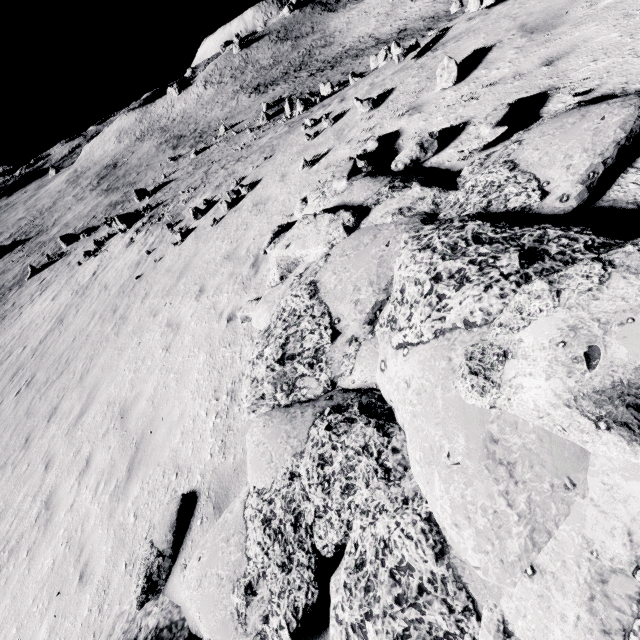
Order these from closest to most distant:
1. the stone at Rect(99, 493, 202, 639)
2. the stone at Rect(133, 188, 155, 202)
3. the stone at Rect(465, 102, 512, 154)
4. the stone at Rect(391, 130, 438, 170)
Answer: the stone at Rect(99, 493, 202, 639) < the stone at Rect(465, 102, 512, 154) < the stone at Rect(391, 130, 438, 170) < the stone at Rect(133, 188, 155, 202)

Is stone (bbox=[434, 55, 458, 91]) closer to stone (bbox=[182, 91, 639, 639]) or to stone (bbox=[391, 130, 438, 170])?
stone (bbox=[391, 130, 438, 170])

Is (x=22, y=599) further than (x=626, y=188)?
Yes

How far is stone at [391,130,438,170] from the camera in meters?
4.6 m

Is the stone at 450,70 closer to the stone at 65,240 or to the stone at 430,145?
the stone at 430,145

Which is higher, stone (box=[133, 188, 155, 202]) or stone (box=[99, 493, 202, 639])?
stone (box=[99, 493, 202, 639])

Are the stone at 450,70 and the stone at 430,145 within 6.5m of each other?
yes

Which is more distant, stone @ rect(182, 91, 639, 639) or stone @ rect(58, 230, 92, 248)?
stone @ rect(58, 230, 92, 248)
